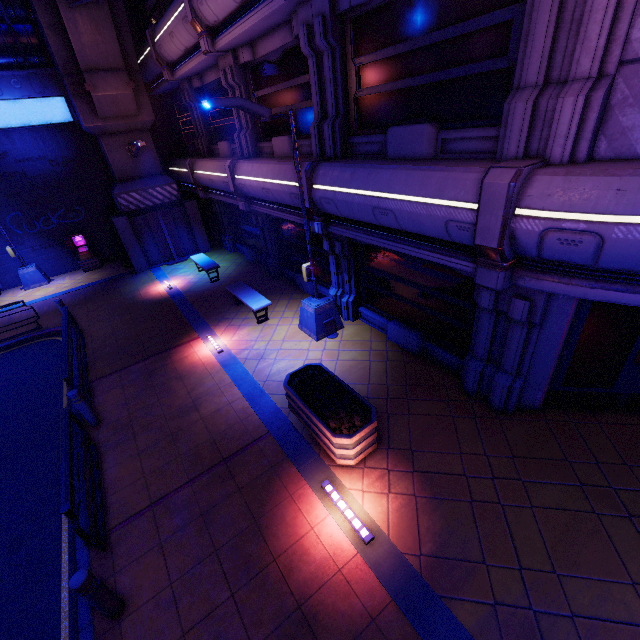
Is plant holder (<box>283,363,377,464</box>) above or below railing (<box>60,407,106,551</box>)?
below

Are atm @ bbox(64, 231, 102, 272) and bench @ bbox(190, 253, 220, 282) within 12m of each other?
yes

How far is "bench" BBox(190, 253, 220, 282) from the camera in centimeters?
1388cm

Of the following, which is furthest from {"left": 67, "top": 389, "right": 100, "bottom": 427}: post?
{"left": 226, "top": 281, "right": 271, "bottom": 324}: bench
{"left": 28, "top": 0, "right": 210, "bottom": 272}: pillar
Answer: {"left": 28, "top": 0, "right": 210, "bottom": 272}: pillar

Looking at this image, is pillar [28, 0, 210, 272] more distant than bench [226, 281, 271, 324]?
Yes

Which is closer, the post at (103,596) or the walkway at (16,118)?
the post at (103,596)

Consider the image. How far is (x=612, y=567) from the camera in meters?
4.3

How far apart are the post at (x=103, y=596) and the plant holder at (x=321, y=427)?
3.66m
